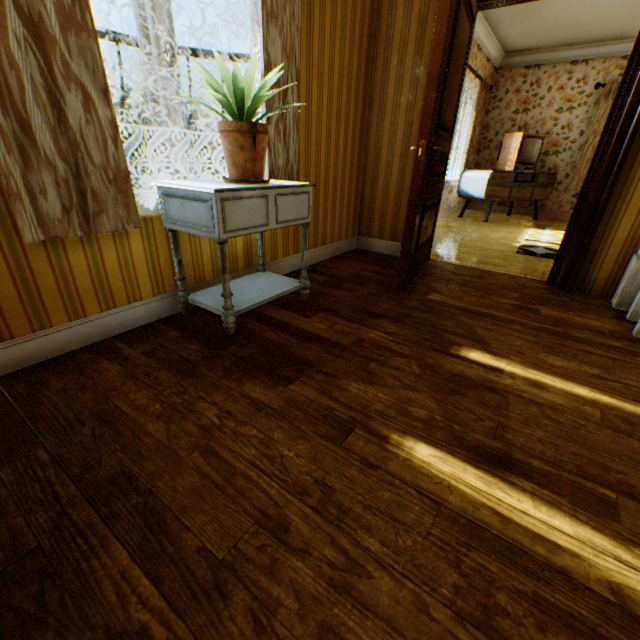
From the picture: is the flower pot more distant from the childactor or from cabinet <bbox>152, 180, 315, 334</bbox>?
the childactor

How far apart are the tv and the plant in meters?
6.1

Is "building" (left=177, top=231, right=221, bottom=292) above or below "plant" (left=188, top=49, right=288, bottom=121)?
below

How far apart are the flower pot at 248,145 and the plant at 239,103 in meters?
0.0

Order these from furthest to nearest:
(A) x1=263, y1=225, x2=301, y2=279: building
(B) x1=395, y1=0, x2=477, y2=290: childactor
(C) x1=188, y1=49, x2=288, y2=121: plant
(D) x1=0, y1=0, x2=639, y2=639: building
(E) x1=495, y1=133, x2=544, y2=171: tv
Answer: (E) x1=495, y1=133, x2=544, y2=171: tv
(A) x1=263, y1=225, x2=301, y2=279: building
(B) x1=395, y1=0, x2=477, y2=290: childactor
(C) x1=188, y1=49, x2=288, y2=121: plant
(D) x1=0, y1=0, x2=639, y2=639: building

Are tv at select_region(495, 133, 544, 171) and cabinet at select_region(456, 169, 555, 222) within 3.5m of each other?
yes

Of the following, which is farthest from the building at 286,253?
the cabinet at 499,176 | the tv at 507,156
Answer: the tv at 507,156

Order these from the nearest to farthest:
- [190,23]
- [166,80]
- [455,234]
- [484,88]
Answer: [166,80], [455,234], [484,88], [190,23]
